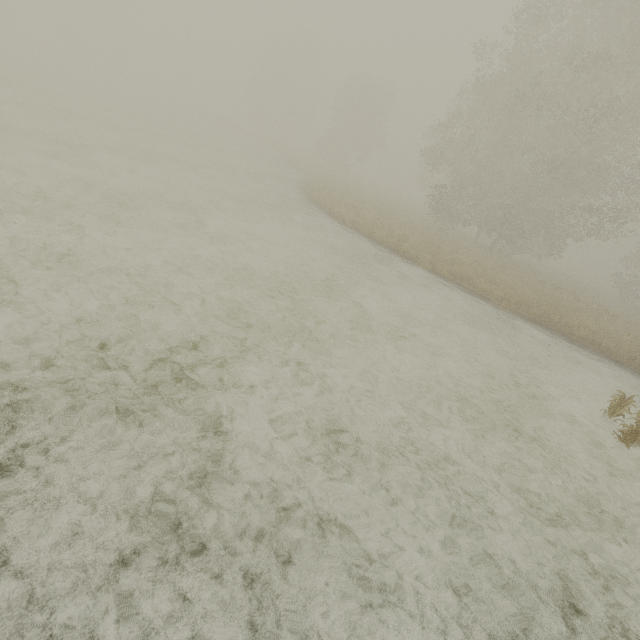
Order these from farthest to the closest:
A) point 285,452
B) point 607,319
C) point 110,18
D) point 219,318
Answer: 1. point 110,18
2. point 607,319
3. point 219,318
4. point 285,452
